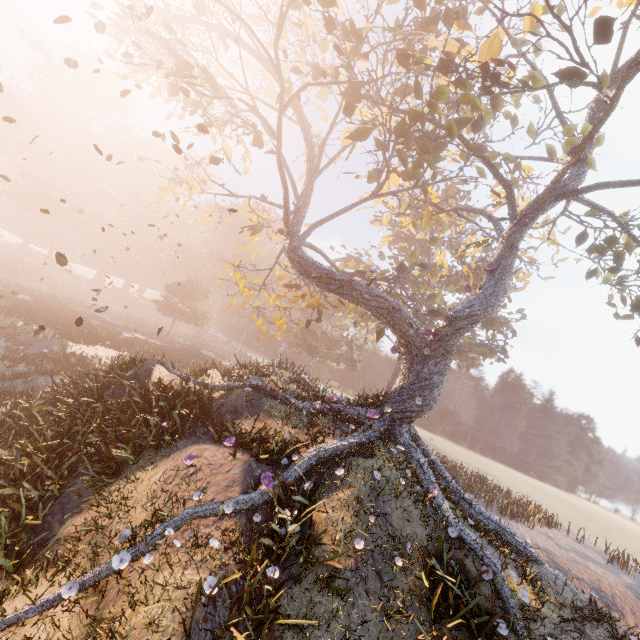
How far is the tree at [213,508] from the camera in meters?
5.9

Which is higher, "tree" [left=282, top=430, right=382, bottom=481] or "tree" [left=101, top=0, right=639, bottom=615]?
"tree" [left=101, top=0, right=639, bottom=615]

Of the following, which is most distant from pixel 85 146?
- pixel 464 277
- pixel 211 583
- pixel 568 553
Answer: pixel 568 553

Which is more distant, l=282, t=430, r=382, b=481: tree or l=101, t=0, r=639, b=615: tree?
l=101, t=0, r=639, b=615: tree

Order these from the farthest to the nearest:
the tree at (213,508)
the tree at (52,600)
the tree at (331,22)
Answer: the tree at (331,22)
the tree at (213,508)
the tree at (52,600)

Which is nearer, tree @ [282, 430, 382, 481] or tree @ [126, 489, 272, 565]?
tree @ [126, 489, 272, 565]

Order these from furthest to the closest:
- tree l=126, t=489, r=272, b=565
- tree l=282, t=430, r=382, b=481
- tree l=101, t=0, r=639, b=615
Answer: tree l=101, t=0, r=639, b=615
tree l=282, t=430, r=382, b=481
tree l=126, t=489, r=272, b=565

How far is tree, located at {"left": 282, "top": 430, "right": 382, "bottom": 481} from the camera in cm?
883
